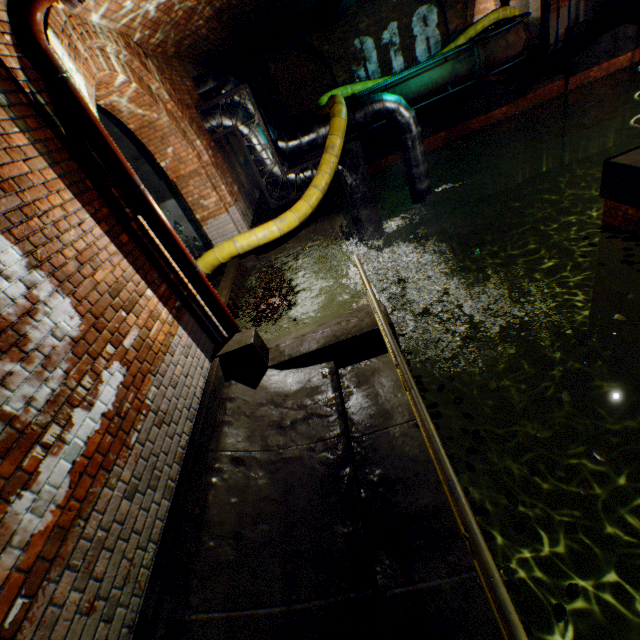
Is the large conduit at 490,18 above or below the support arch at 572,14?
above

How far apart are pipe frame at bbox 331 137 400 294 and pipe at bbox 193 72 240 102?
0.3m

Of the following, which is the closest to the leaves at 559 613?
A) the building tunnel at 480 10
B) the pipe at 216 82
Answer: the pipe at 216 82

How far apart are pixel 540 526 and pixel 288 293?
6.7 meters

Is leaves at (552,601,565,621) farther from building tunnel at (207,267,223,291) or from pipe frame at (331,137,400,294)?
pipe frame at (331,137,400,294)

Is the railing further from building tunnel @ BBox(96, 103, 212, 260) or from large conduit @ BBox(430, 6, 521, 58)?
large conduit @ BBox(430, 6, 521, 58)

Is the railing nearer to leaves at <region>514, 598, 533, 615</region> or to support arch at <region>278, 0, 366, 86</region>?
leaves at <region>514, 598, 533, 615</region>

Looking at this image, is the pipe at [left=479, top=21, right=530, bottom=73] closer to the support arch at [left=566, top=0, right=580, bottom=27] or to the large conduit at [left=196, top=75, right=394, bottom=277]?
the large conduit at [left=196, top=75, right=394, bottom=277]
